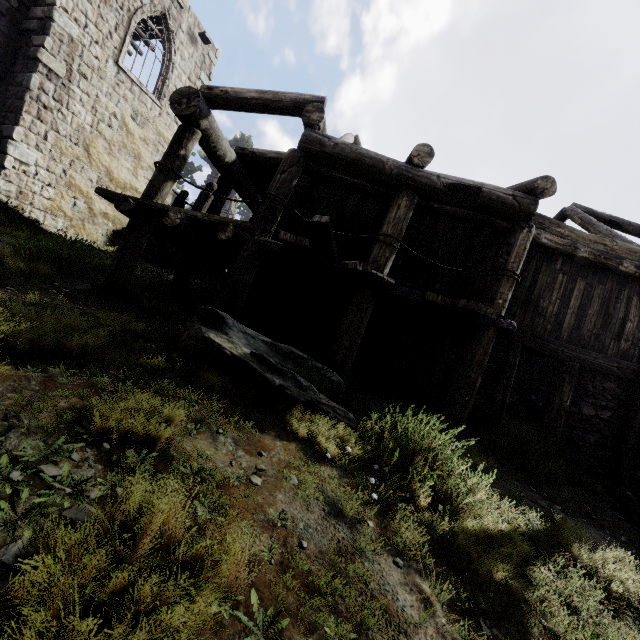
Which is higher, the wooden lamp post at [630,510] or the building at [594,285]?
the building at [594,285]

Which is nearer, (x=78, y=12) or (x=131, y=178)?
(x=78, y=12)

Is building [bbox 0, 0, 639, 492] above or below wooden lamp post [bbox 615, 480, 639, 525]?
above
